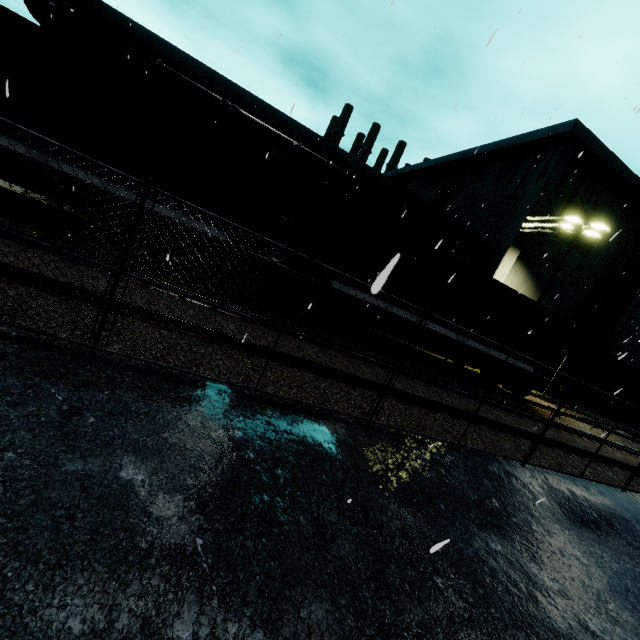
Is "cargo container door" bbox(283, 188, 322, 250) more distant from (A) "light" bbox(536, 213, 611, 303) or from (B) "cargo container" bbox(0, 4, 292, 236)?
(A) "light" bbox(536, 213, 611, 303)

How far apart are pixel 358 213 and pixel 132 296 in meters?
7.4

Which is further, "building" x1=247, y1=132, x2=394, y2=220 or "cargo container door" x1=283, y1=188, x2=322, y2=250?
"building" x1=247, y1=132, x2=394, y2=220

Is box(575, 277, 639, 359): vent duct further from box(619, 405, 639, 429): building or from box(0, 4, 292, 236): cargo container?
box(0, 4, 292, 236): cargo container

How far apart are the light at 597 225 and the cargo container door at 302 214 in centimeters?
1518cm

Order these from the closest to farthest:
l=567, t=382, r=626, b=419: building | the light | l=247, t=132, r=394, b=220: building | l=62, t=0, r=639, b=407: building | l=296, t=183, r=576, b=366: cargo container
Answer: l=296, t=183, r=576, b=366: cargo container < the light < l=247, t=132, r=394, b=220: building < l=62, t=0, r=639, b=407: building < l=567, t=382, r=626, b=419: building

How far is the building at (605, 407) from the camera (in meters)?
27.66

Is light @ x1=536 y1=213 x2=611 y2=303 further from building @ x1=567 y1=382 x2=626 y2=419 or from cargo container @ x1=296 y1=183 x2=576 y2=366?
Answer: cargo container @ x1=296 y1=183 x2=576 y2=366
